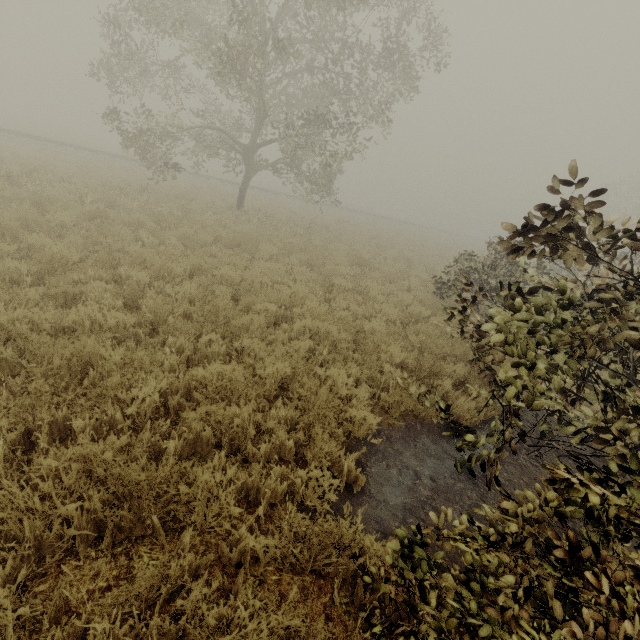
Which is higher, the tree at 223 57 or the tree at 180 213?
the tree at 223 57

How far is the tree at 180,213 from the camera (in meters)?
12.26

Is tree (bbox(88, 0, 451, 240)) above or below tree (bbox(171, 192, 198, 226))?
above

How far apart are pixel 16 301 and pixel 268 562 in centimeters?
463cm

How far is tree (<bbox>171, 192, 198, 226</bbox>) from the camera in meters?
12.3
